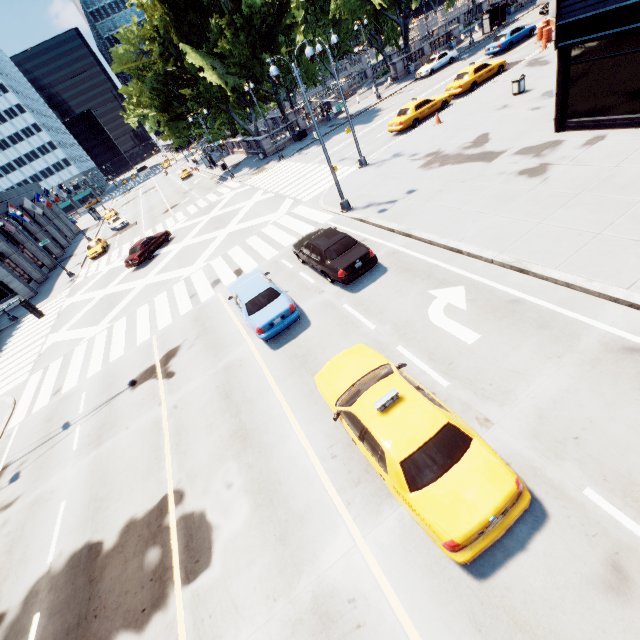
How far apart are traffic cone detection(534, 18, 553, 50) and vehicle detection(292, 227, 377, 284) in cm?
2835

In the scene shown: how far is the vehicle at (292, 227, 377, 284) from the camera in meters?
12.1 m

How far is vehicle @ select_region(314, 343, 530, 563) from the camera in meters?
5.0 m

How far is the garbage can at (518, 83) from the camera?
19.77m

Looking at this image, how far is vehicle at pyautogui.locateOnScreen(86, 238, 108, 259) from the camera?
36.38m

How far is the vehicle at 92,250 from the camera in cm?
3638

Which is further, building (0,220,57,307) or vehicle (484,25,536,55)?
building (0,220,57,307)

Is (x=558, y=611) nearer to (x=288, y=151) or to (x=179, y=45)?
(x=288, y=151)
